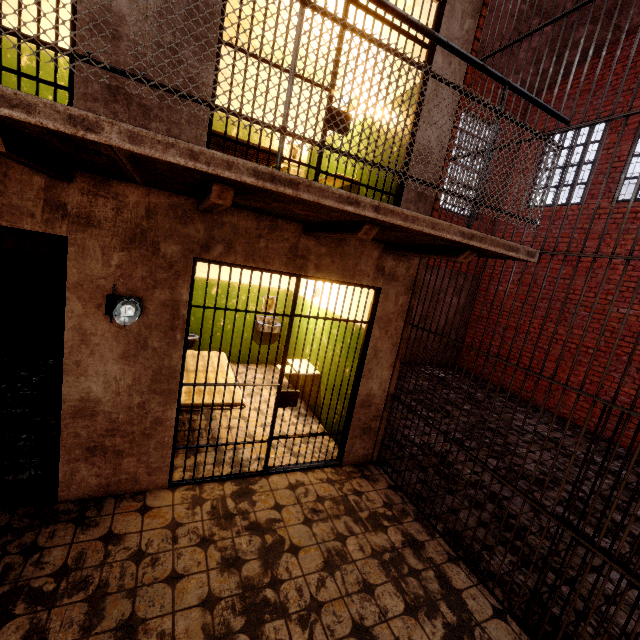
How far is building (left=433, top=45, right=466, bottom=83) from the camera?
3.35m

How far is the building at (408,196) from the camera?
3.6 meters

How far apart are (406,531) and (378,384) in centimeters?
160cm

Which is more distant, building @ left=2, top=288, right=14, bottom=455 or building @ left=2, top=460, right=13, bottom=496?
building @ left=2, top=288, right=14, bottom=455

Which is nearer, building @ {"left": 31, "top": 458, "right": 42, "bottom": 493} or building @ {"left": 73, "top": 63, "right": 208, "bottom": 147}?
building @ {"left": 73, "top": 63, "right": 208, "bottom": 147}

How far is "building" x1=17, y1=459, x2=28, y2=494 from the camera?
3.0m

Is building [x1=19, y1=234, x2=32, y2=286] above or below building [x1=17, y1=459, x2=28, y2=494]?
above

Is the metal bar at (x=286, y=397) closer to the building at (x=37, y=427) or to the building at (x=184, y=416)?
the building at (x=184, y=416)
